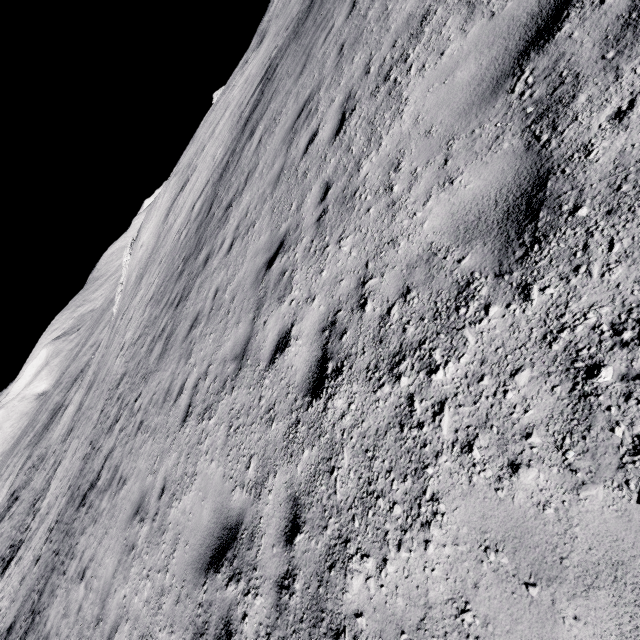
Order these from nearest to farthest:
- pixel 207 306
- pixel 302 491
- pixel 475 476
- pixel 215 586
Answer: pixel 475 476, pixel 302 491, pixel 215 586, pixel 207 306
